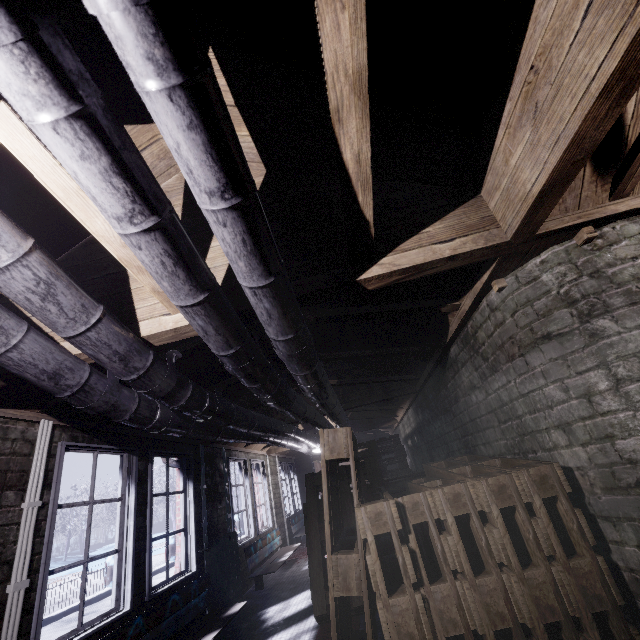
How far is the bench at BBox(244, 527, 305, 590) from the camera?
4.7 meters

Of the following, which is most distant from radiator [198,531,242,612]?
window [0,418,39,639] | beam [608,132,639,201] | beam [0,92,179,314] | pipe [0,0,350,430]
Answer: beam [608,132,639,201]

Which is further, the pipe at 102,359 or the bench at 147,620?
the bench at 147,620

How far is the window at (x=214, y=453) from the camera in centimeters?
432cm

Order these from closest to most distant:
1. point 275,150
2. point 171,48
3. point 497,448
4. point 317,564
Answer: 1. point 171,48
2. point 275,150
3. point 497,448
4. point 317,564

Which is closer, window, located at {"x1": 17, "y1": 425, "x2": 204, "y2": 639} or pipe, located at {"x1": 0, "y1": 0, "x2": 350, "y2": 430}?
pipe, located at {"x1": 0, "y1": 0, "x2": 350, "y2": 430}

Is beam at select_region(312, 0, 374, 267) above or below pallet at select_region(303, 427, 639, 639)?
above

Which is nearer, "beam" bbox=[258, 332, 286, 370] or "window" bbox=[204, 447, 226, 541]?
"beam" bbox=[258, 332, 286, 370]
